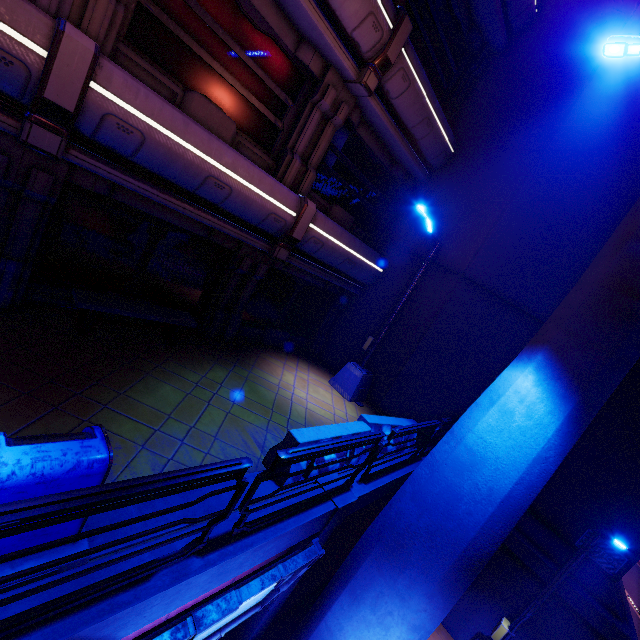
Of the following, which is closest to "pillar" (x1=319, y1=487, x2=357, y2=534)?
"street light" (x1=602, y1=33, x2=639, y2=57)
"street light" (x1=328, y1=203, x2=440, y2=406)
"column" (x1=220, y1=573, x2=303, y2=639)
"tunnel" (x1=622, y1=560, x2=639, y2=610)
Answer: "column" (x1=220, y1=573, x2=303, y2=639)

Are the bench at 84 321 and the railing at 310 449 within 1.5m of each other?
no

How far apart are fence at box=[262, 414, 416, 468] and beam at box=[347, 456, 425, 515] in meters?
0.3

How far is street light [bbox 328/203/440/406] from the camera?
9.23m

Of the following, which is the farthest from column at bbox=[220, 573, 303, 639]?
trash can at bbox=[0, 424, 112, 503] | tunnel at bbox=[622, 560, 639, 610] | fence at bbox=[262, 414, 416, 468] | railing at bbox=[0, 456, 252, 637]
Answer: tunnel at bbox=[622, 560, 639, 610]

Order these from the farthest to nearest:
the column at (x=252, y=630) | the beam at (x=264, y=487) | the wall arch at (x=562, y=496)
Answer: the wall arch at (x=562, y=496)
the column at (x=252, y=630)
the beam at (x=264, y=487)

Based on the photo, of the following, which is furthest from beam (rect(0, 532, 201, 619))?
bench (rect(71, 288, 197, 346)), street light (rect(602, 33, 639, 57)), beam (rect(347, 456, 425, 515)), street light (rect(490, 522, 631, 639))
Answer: street light (rect(602, 33, 639, 57))

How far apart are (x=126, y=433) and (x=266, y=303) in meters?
6.5 m
